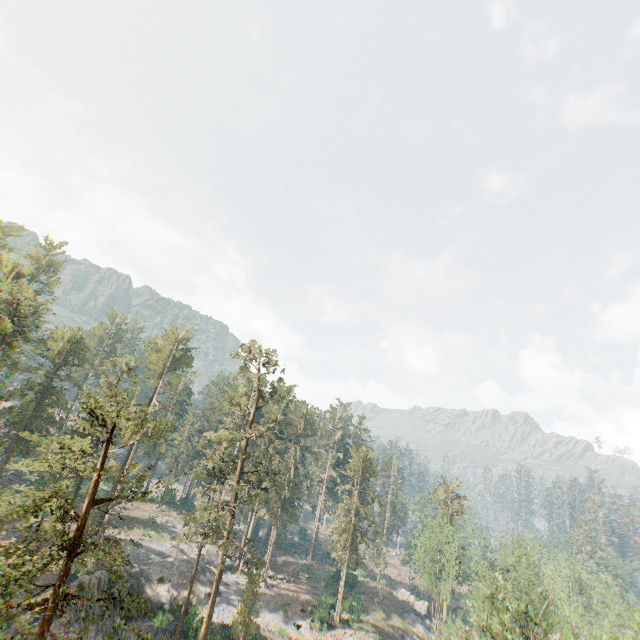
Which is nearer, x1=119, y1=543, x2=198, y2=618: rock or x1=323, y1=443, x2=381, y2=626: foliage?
x1=119, y1=543, x2=198, y2=618: rock

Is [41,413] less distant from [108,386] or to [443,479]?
[108,386]

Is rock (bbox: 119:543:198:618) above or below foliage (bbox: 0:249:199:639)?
below

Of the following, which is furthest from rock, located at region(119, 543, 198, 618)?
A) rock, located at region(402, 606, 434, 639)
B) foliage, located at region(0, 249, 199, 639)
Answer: rock, located at region(402, 606, 434, 639)

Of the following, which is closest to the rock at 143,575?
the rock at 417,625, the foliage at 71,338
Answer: the foliage at 71,338

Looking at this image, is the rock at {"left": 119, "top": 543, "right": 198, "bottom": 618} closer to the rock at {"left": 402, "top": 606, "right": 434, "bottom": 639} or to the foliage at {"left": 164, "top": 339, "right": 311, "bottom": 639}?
the foliage at {"left": 164, "top": 339, "right": 311, "bottom": 639}

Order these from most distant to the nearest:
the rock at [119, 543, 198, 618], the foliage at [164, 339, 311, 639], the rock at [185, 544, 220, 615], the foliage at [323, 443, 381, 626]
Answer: the foliage at [323, 443, 381, 626]
the rock at [185, 544, 220, 615]
the rock at [119, 543, 198, 618]
the foliage at [164, 339, 311, 639]
